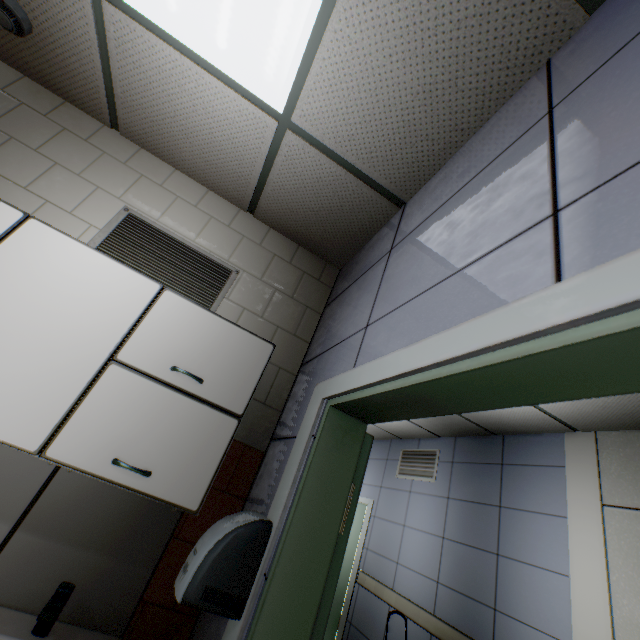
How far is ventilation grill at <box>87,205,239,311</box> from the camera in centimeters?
189cm

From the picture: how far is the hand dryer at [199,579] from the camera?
1.1m

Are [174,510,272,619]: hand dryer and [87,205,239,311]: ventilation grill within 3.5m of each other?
yes

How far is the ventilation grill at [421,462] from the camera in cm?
498

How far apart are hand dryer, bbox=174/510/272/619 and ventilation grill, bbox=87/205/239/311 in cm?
105

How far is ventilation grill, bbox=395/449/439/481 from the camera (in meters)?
4.98

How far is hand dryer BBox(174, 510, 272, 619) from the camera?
1.1m

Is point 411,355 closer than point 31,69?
Yes
